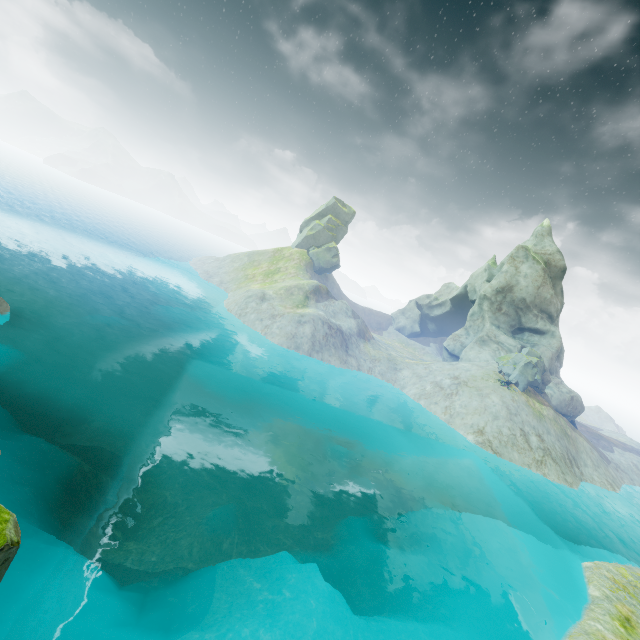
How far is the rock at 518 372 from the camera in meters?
41.9

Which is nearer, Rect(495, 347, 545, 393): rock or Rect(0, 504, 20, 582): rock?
Rect(0, 504, 20, 582): rock

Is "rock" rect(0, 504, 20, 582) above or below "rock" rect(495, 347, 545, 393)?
below

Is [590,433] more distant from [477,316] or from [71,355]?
[71,355]

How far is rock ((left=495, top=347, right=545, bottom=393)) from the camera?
41.9 meters

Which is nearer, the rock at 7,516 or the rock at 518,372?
the rock at 7,516
